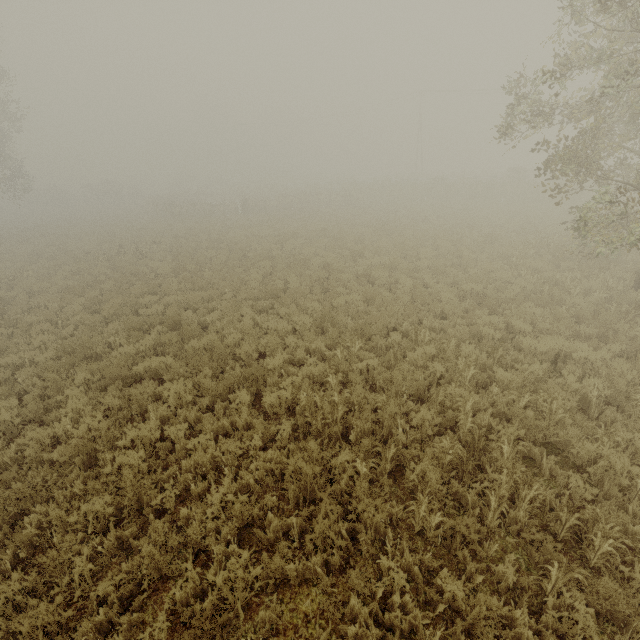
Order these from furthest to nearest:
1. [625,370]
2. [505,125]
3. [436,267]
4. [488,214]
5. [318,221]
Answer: [318,221] < [488,214] < [436,267] < [505,125] < [625,370]
